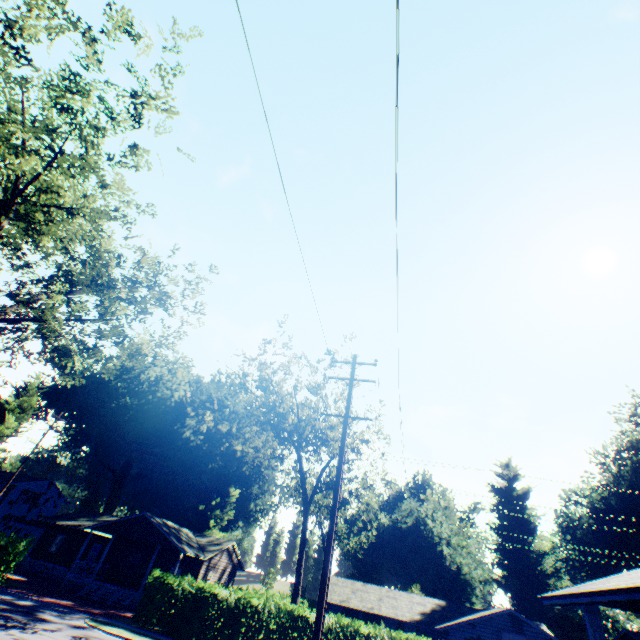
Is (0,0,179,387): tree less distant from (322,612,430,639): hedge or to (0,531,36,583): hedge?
(322,612,430,639): hedge

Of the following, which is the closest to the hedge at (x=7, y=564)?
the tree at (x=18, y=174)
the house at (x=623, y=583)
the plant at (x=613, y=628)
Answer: the tree at (x=18, y=174)

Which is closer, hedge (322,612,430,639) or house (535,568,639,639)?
house (535,568,639,639)

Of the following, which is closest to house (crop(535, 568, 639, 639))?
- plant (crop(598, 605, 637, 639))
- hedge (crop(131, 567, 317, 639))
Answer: hedge (crop(131, 567, 317, 639))

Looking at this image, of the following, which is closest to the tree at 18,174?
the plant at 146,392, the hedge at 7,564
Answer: the hedge at 7,564

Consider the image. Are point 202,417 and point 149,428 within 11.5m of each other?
yes

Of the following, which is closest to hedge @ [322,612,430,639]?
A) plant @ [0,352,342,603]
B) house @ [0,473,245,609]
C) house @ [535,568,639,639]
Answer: house @ [0,473,245,609]

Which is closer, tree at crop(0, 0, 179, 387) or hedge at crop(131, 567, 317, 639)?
tree at crop(0, 0, 179, 387)
